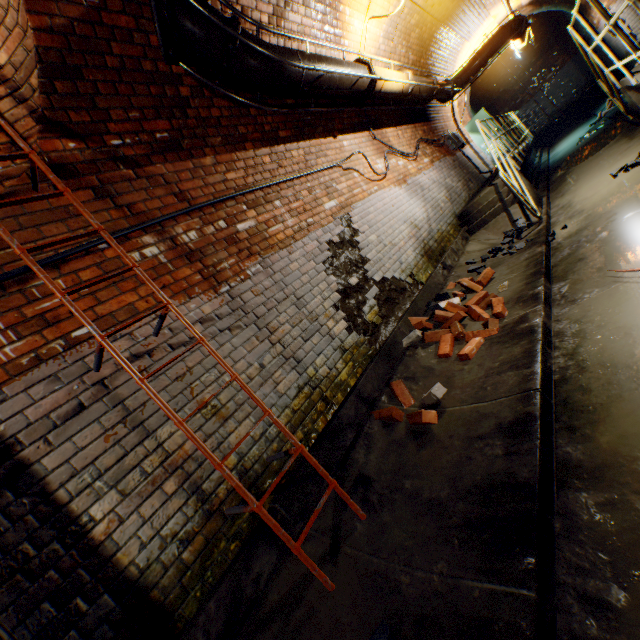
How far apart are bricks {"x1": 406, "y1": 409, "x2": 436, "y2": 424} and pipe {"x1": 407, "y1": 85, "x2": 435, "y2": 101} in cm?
683

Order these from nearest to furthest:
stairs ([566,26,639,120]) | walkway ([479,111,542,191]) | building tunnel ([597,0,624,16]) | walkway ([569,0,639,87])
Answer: walkway ([569,0,639,87]), stairs ([566,26,639,120]), walkway ([479,111,542,191]), building tunnel ([597,0,624,16])

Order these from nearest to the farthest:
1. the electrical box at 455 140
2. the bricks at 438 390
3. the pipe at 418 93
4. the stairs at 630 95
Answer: the bricks at 438 390, the stairs at 630 95, the pipe at 418 93, the electrical box at 455 140

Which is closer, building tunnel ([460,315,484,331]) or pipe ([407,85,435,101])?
building tunnel ([460,315,484,331])

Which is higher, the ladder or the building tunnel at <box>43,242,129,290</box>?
the building tunnel at <box>43,242,129,290</box>

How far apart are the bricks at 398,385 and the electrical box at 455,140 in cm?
984

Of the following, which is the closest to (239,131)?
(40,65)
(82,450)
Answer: (40,65)

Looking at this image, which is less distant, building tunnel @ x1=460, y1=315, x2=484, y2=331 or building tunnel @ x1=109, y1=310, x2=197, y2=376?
building tunnel @ x1=109, y1=310, x2=197, y2=376
